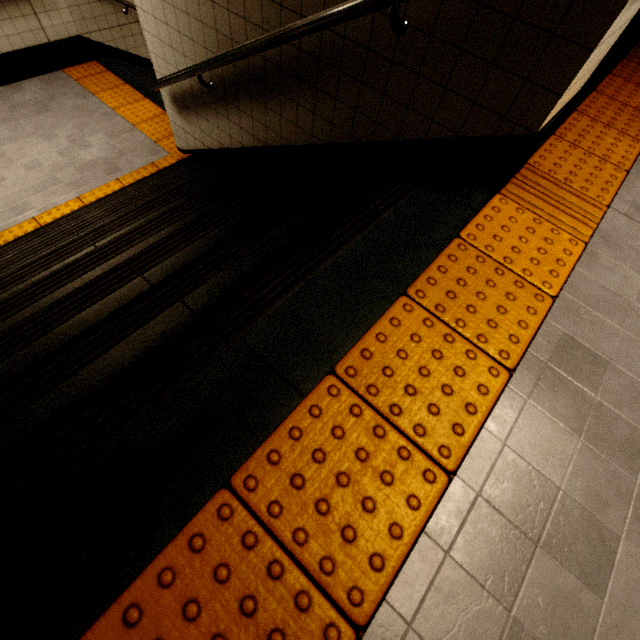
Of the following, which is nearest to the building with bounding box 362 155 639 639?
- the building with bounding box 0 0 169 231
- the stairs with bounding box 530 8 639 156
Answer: the stairs with bounding box 530 8 639 156

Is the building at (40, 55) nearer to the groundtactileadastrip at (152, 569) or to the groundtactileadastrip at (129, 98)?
the groundtactileadastrip at (129, 98)

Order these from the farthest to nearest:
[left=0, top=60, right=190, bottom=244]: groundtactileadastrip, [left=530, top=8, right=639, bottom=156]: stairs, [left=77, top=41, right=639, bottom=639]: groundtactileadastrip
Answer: [left=0, top=60, right=190, bottom=244]: groundtactileadastrip → [left=530, top=8, right=639, bottom=156]: stairs → [left=77, top=41, right=639, bottom=639]: groundtactileadastrip

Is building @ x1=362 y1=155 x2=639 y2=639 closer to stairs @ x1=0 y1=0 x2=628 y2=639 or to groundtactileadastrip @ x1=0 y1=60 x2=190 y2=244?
stairs @ x1=0 y1=0 x2=628 y2=639

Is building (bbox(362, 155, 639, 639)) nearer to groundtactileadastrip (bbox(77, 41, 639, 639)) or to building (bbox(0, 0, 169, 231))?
groundtactileadastrip (bbox(77, 41, 639, 639))

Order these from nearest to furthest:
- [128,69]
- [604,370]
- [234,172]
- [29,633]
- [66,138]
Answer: [29,633]
[604,370]
[234,172]
[66,138]
[128,69]

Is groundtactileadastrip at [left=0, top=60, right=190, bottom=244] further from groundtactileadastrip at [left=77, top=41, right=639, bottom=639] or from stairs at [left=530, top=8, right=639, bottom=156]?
groundtactileadastrip at [left=77, top=41, right=639, bottom=639]

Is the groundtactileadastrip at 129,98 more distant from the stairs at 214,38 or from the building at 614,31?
the building at 614,31
